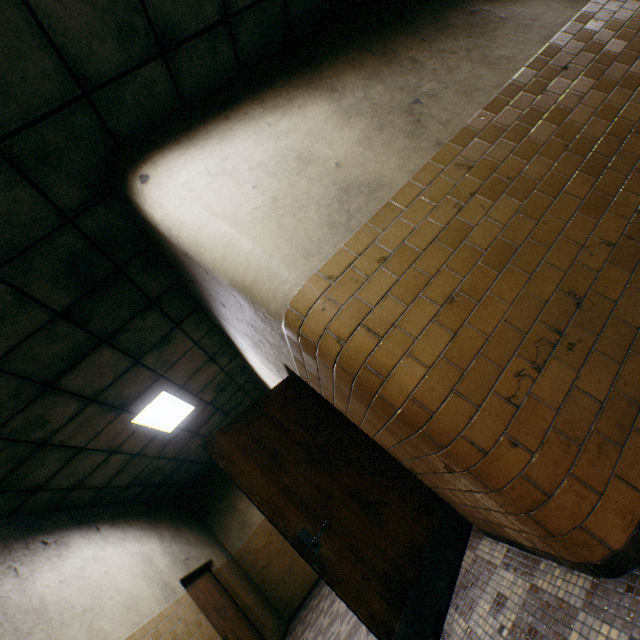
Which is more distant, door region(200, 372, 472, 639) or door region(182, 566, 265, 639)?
door region(182, 566, 265, 639)

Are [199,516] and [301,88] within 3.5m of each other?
no

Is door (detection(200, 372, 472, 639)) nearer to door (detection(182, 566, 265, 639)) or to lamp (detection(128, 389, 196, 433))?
lamp (detection(128, 389, 196, 433))

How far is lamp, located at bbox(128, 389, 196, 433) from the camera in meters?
5.0

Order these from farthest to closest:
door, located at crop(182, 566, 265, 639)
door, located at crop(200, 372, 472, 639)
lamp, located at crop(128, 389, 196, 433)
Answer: door, located at crop(182, 566, 265, 639) < lamp, located at crop(128, 389, 196, 433) < door, located at crop(200, 372, 472, 639)

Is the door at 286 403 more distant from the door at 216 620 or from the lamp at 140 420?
the door at 216 620
